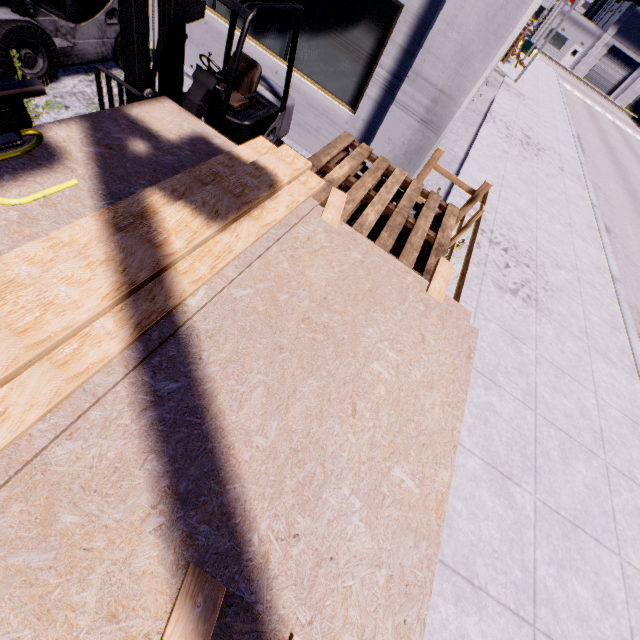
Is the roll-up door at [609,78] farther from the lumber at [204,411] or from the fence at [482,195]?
the lumber at [204,411]

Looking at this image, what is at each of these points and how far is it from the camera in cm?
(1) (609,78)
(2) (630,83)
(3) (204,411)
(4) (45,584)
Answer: (1) roll-up door, 4841
(2) building, 4762
(3) lumber, 134
(4) lumber platform, 96

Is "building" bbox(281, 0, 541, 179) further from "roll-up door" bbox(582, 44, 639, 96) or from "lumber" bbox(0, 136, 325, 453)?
"lumber" bbox(0, 136, 325, 453)

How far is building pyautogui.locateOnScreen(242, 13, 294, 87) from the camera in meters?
5.2 m

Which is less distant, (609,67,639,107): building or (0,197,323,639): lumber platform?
(0,197,323,639): lumber platform

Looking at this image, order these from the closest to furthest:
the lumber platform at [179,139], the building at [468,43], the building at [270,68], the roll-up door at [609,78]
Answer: the lumber platform at [179,139] < the building at [468,43] < the building at [270,68] < the roll-up door at [609,78]

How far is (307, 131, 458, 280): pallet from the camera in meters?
3.5 m

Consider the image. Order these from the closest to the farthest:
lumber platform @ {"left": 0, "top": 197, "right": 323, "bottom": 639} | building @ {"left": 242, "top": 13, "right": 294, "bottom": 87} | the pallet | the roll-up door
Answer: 1. lumber platform @ {"left": 0, "top": 197, "right": 323, "bottom": 639}
2. the pallet
3. building @ {"left": 242, "top": 13, "right": 294, "bottom": 87}
4. the roll-up door
